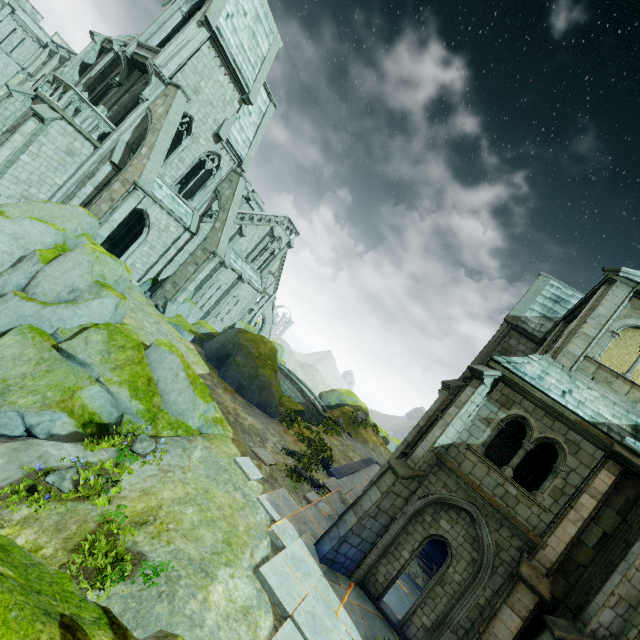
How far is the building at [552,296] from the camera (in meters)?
19.91

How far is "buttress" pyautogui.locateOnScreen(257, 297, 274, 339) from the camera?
46.3 meters

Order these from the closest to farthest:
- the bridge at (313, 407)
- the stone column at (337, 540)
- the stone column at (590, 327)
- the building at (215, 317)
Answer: the stone column at (337, 540)
the stone column at (590, 327)
the building at (215, 317)
the bridge at (313, 407)

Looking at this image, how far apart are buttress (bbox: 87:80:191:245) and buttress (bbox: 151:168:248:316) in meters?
5.9

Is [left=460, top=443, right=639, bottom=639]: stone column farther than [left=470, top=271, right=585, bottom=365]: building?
No

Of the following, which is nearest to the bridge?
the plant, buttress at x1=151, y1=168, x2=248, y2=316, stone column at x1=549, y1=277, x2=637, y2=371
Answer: buttress at x1=151, y1=168, x2=248, y2=316

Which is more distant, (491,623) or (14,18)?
(14,18)

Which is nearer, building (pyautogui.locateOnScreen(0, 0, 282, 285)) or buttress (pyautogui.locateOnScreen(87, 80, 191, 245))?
buttress (pyautogui.locateOnScreen(87, 80, 191, 245))
